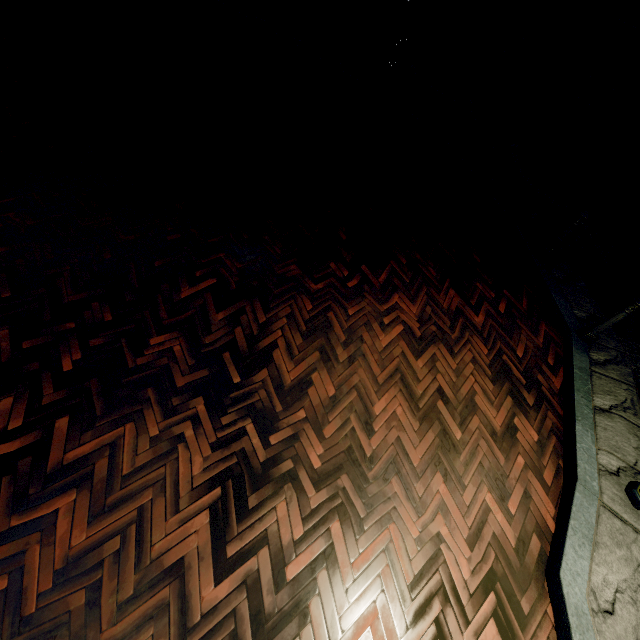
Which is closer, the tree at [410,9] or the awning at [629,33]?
the awning at [629,33]

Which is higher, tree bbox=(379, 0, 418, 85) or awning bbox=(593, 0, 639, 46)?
awning bbox=(593, 0, 639, 46)

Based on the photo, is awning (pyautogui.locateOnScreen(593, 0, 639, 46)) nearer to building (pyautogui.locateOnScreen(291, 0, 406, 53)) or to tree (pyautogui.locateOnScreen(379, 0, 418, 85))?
building (pyautogui.locateOnScreen(291, 0, 406, 53))

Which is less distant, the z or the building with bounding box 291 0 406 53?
the z

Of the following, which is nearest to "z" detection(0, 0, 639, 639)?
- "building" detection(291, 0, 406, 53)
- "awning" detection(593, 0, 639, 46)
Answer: "building" detection(291, 0, 406, 53)

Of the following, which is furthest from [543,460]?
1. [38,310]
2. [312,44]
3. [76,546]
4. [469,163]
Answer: [312,44]

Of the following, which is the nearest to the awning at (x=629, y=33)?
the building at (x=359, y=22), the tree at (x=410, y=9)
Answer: the building at (x=359, y=22)

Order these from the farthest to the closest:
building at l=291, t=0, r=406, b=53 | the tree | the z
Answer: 1. building at l=291, t=0, r=406, b=53
2. the tree
3. the z
